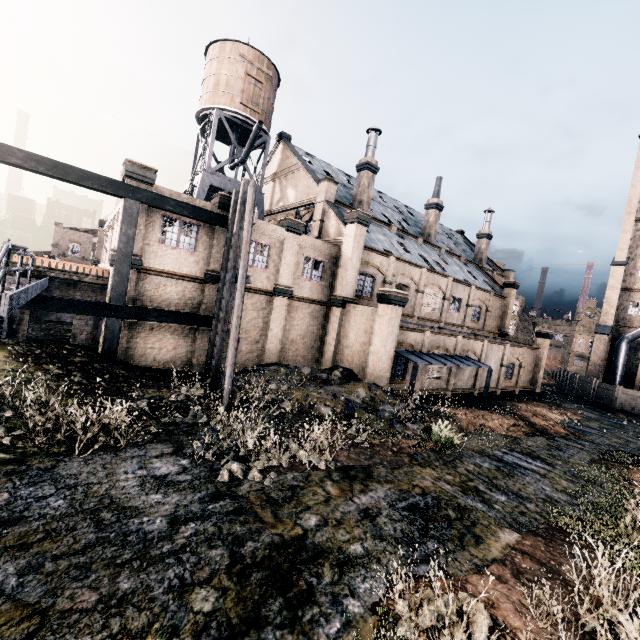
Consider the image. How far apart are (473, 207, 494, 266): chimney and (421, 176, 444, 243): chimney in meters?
10.8

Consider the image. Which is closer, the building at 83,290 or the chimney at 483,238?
the building at 83,290

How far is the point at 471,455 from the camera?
13.8 meters

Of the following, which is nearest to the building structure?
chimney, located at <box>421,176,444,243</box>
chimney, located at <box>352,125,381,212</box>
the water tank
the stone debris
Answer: the stone debris

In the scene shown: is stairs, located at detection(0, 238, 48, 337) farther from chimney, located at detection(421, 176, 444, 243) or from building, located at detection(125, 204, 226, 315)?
chimney, located at detection(421, 176, 444, 243)

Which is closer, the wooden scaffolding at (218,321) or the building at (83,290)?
the wooden scaffolding at (218,321)

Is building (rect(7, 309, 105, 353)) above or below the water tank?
below

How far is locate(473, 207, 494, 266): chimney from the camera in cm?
4447
